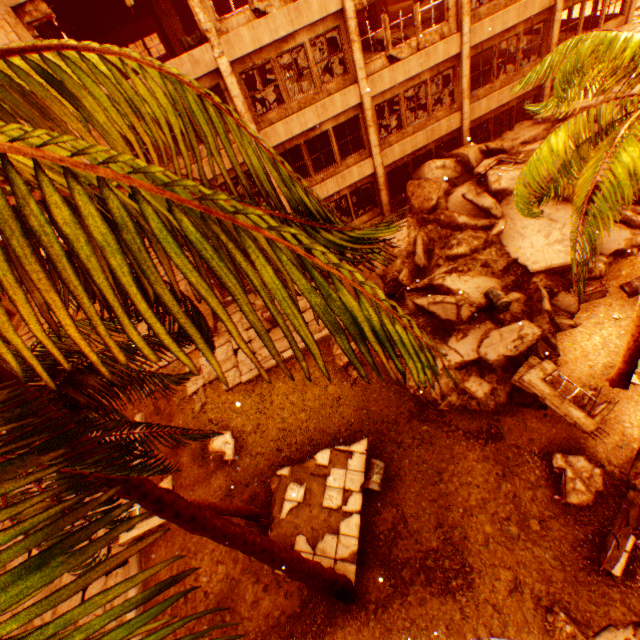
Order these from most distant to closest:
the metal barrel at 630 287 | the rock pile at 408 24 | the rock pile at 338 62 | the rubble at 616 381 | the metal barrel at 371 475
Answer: the rock pile at 408 24, the rock pile at 338 62, the metal barrel at 630 287, the metal barrel at 371 475, the rubble at 616 381

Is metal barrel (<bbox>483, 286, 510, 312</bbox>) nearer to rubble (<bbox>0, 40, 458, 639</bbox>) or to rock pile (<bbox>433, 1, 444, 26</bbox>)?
rubble (<bbox>0, 40, 458, 639</bbox>)

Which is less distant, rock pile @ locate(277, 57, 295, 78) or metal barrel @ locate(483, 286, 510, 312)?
metal barrel @ locate(483, 286, 510, 312)

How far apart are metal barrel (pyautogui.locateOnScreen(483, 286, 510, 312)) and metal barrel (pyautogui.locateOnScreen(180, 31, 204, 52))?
15.3m

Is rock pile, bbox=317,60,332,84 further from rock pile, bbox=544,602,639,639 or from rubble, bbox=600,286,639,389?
rock pile, bbox=544,602,639,639

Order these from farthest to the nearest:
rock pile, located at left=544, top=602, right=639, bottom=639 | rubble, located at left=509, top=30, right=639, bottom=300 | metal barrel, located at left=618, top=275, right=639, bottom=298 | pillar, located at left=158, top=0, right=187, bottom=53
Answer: pillar, located at left=158, top=0, right=187, bottom=53, metal barrel, located at left=618, top=275, right=639, bottom=298, rock pile, located at left=544, top=602, right=639, bottom=639, rubble, located at left=509, top=30, right=639, bottom=300

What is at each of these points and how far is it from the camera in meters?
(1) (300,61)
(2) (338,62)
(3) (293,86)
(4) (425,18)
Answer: (1) rock pile, 15.7
(2) rock pile, 14.2
(3) rock pile, 14.8
(4) rock pile, 15.8

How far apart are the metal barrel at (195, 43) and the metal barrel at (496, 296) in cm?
1529
